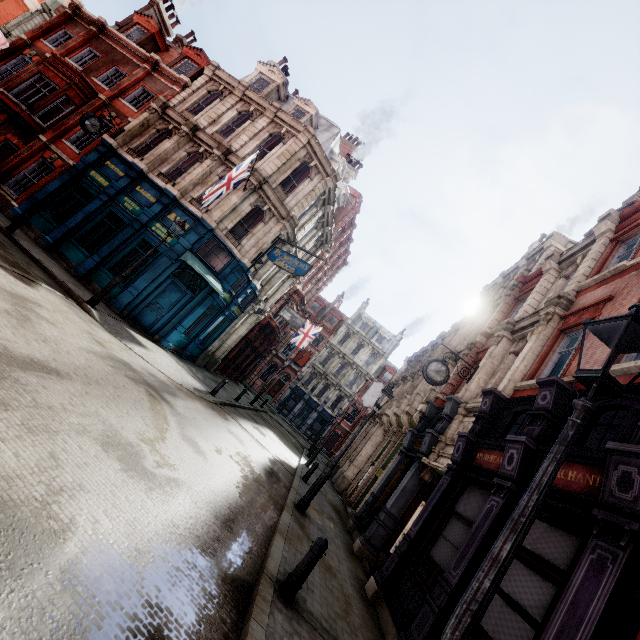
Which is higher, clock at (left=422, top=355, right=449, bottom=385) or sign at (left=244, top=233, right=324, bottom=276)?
sign at (left=244, top=233, right=324, bottom=276)

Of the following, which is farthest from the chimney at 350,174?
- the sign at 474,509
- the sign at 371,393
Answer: the sign at 474,509

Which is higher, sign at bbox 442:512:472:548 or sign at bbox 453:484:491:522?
sign at bbox 453:484:491:522

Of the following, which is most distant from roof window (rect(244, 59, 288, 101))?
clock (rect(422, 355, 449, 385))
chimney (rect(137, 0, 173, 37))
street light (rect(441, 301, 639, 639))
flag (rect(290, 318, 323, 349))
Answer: street light (rect(441, 301, 639, 639))

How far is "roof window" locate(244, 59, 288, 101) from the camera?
20.2m

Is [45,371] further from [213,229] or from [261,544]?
[213,229]

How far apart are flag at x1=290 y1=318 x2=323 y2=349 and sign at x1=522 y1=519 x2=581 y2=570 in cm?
2608

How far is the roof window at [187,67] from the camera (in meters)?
20.52
